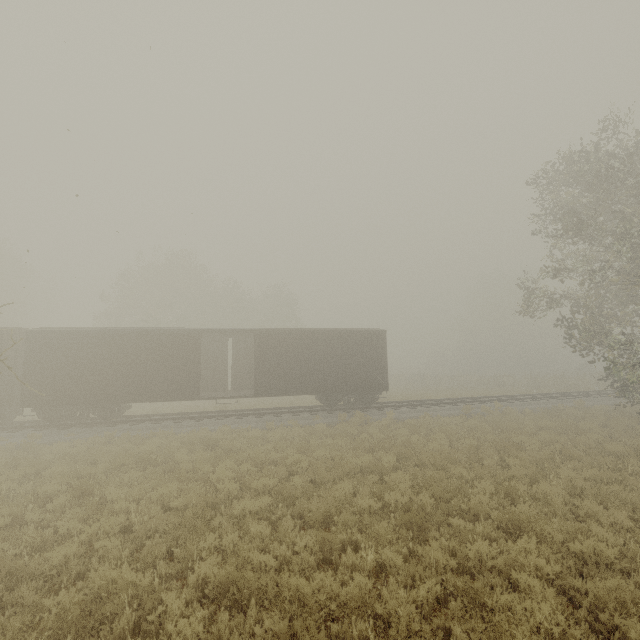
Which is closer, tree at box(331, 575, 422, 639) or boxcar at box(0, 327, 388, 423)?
tree at box(331, 575, 422, 639)

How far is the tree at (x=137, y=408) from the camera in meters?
21.1 m

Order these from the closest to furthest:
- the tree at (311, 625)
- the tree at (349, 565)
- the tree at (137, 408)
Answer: the tree at (311, 625) < the tree at (349, 565) < the tree at (137, 408)

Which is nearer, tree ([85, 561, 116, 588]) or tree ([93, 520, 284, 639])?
tree ([93, 520, 284, 639])

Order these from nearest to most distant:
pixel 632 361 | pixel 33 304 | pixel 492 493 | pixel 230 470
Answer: pixel 492 493
pixel 230 470
pixel 632 361
pixel 33 304

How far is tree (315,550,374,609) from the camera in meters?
4.5

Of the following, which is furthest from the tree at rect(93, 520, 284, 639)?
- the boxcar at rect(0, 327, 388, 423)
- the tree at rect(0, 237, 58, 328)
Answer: the tree at rect(0, 237, 58, 328)
